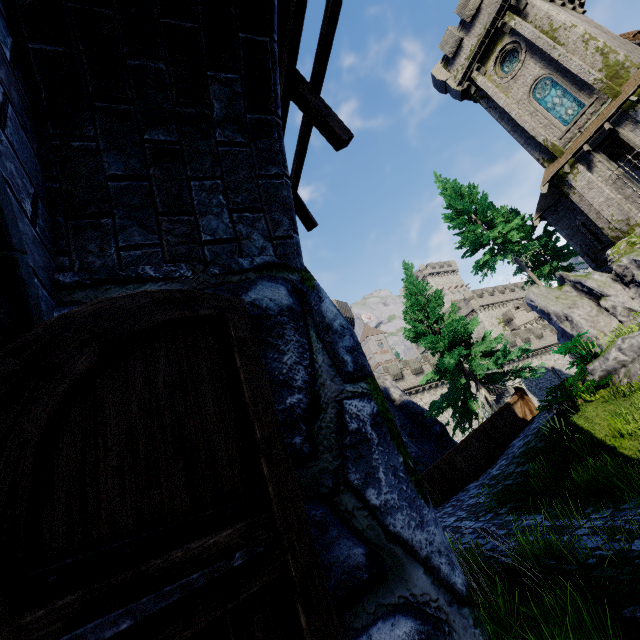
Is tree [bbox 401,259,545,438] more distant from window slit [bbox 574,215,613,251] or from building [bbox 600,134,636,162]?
window slit [bbox 574,215,613,251]

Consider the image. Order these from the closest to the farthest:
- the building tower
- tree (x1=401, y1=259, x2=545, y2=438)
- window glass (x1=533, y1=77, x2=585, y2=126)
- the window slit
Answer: tree (x1=401, y1=259, x2=545, y2=438) < window glass (x1=533, y1=77, x2=585, y2=126) < the window slit < the building tower

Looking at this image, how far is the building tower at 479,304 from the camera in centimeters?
5783cm

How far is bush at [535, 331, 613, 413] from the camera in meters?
9.8

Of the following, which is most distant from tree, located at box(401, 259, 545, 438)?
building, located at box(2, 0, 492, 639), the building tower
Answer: the building tower

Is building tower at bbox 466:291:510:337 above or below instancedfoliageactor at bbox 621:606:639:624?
above

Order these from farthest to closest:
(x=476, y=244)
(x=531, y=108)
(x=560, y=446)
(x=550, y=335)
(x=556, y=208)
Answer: (x=550, y=335) → (x=476, y=244) → (x=556, y=208) → (x=531, y=108) → (x=560, y=446)

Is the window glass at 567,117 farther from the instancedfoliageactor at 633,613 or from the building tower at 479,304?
the building tower at 479,304
